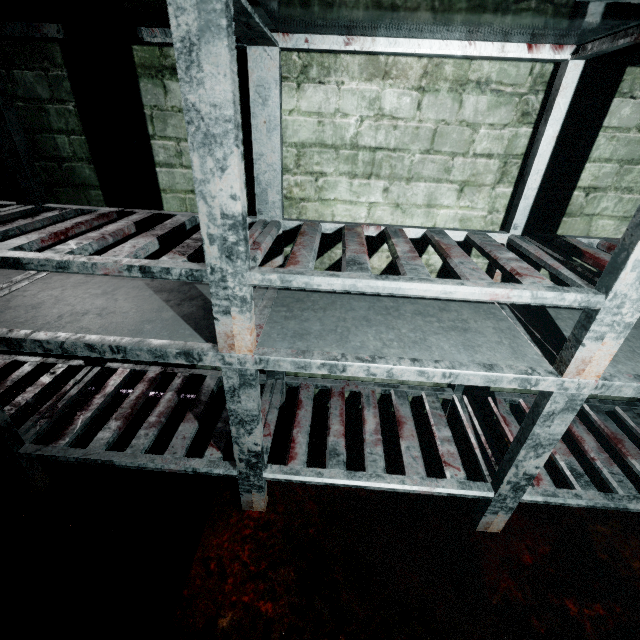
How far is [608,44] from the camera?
0.84m
